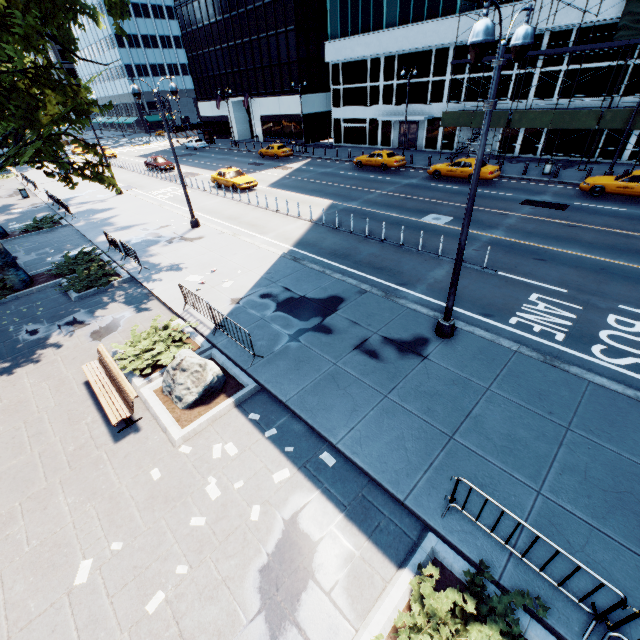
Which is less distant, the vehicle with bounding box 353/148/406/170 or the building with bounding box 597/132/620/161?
the building with bounding box 597/132/620/161

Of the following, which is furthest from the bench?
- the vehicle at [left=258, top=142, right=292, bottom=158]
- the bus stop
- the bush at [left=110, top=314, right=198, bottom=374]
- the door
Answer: the bus stop

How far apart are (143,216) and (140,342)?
16.03m

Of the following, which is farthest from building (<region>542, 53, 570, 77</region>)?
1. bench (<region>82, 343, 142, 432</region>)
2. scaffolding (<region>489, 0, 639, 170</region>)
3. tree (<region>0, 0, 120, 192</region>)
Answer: bench (<region>82, 343, 142, 432</region>)

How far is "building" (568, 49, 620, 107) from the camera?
23.8 meters

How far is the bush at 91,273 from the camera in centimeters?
1395cm

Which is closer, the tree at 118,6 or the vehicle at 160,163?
the tree at 118,6

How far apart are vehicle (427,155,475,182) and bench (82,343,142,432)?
25.8 meters
